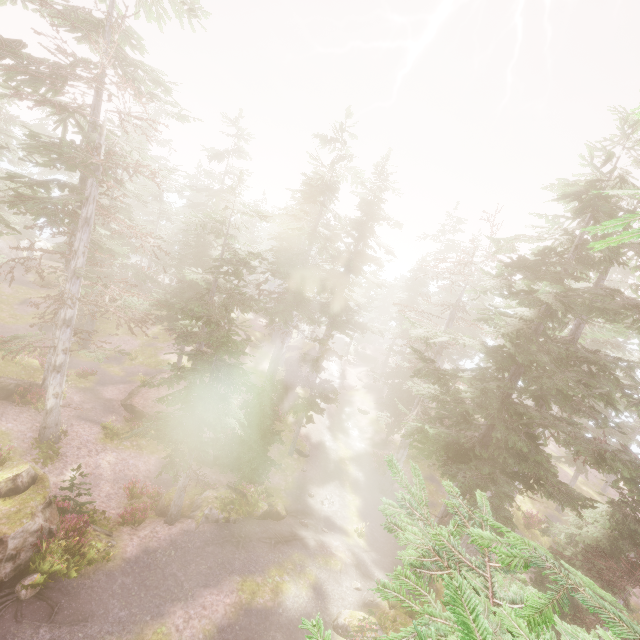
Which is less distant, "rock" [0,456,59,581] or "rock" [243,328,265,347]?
"rock" [0,456,59,581]

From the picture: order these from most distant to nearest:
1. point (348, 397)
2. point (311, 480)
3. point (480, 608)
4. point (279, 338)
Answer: point (348, 397), point (279, 338), point (311, 480), point (480, 608)

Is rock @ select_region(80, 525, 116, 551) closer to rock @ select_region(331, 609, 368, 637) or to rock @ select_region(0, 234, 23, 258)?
rock @ select_region(331, 609, 368, 637)

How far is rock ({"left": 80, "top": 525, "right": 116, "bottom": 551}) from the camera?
12.1m

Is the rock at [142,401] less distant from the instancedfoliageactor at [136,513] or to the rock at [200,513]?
the instancedfoliageactor at [136,513]

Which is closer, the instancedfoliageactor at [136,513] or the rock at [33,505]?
the rock at [33,505]

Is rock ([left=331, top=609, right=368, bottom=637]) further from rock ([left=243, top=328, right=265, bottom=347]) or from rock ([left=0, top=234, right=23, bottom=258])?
rock ([left=243, top=328, right=265, bottom=347])

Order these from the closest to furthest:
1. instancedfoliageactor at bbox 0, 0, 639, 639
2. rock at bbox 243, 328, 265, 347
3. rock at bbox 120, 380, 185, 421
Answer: instancedfoliageactor at bbox 0, 0, 639, 639
rock at bbox 120, 380, 185, 421
rock at bbox 243, 328, 265, 347
